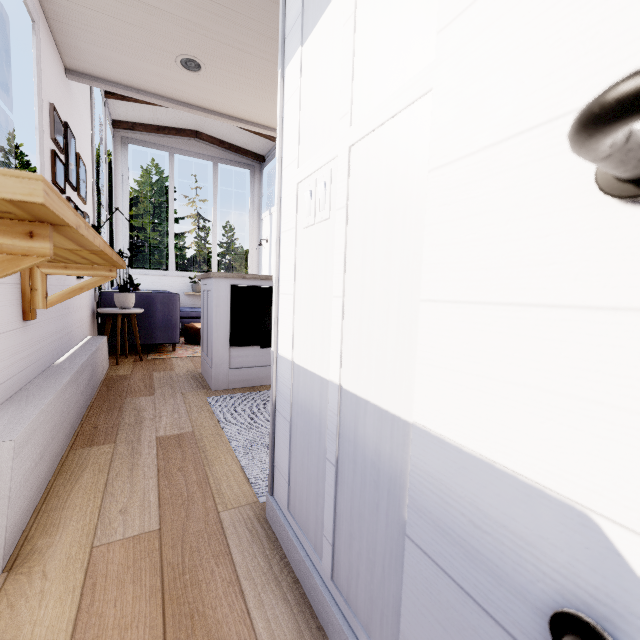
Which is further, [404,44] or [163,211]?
[163,211]

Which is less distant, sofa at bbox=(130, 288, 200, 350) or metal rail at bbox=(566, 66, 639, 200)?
metal rail at bbox=(566, 66, 639, 200)

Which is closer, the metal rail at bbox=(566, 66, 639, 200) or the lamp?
the metal rail at bbox=(566, 66, 639, 200)

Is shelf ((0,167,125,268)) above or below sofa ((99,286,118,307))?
above

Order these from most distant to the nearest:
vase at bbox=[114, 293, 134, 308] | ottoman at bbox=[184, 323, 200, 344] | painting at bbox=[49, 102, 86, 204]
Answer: ottoman at bbox=[184, 323, 200, 344], vase at bbox=[114, 293, 134, 308], painting at bbox=[49, 102, 86, 204]

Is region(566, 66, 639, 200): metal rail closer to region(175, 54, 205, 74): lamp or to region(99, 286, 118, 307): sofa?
region(175, 54, 205, 74): lamp

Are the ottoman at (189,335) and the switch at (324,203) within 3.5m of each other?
no

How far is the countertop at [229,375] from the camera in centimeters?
283cm
